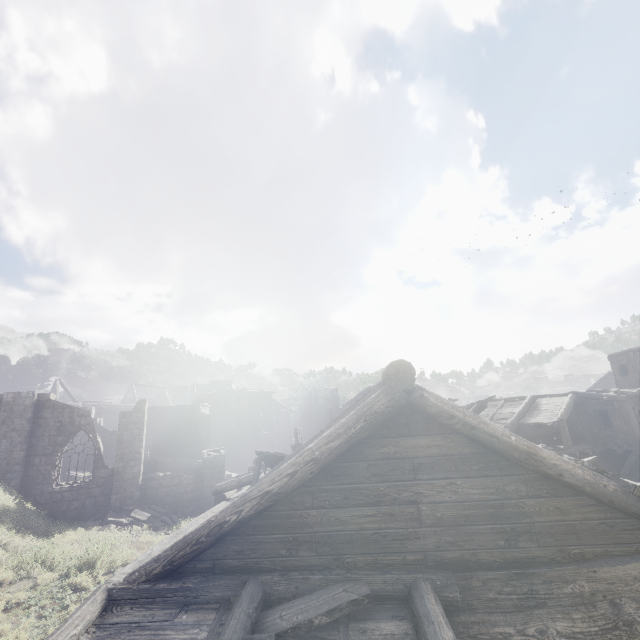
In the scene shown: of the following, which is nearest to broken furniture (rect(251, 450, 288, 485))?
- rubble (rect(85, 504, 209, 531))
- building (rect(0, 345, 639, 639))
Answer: building (rect(0, 345, 639, 639))

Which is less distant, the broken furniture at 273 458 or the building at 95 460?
the building at 95 460

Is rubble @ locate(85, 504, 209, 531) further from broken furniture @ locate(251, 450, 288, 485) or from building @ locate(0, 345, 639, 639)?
broken furniture @ locate(251, 450, 288, 485)

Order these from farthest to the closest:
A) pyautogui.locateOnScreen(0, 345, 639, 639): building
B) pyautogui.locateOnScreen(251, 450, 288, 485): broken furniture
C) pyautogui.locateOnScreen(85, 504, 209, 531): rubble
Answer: pyautogui.locateOnScreen(85, 504, 209, 531): rubble < pyautogui.locateOnScreen(251, 450, 288, 485): broken furniture < pyautogui.locateOnScreen(0, 345, 639, 639): building

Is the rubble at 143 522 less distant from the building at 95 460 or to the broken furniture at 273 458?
the building at 95 460

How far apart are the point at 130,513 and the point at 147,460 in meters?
6.1

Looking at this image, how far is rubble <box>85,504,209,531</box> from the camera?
15.88m
